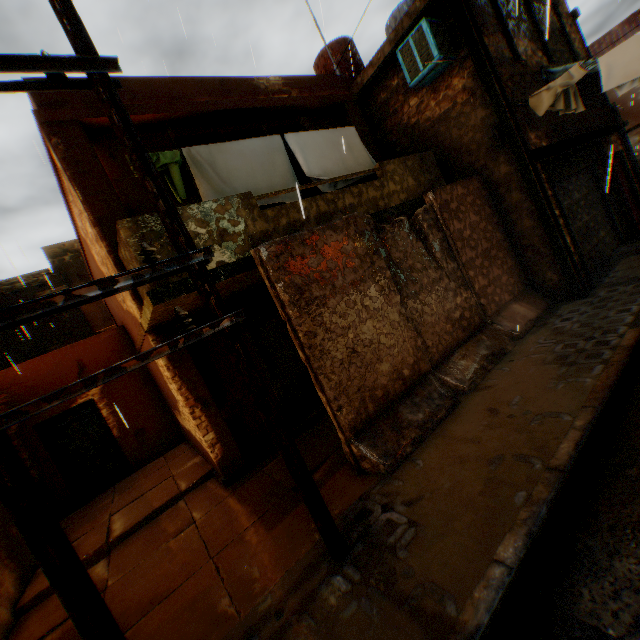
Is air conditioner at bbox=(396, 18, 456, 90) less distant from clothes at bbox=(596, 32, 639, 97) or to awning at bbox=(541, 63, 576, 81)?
clothes at bbox=(596, 32, 639, 97)

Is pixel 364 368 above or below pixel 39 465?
below

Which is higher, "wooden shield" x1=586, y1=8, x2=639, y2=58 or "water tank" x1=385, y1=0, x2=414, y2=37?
"water tank" x1=385, y1=0, x2=414, y2=37

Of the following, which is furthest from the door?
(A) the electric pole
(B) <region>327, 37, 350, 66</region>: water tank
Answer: (B) <region>327, 37, 350, 66</region>: water tank

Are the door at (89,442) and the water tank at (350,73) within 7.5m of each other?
no

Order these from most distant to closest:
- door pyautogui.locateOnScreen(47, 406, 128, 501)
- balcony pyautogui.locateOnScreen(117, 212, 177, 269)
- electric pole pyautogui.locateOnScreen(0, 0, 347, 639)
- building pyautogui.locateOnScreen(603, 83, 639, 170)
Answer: building pyautogui.locateOnScreen(603, 83, 639, 170), door pyautogui.locateOnScreen(47, 406, 128, 501), balcony pyautogui.locateOnScreen(117, 212, 177, 269), electric pole pyautogui.locateOnScreen(0, 0, 347, 639)

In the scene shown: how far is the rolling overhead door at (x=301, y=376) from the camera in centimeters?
708cm

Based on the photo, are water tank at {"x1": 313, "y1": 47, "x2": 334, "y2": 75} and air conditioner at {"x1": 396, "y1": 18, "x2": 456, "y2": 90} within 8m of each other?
yes
